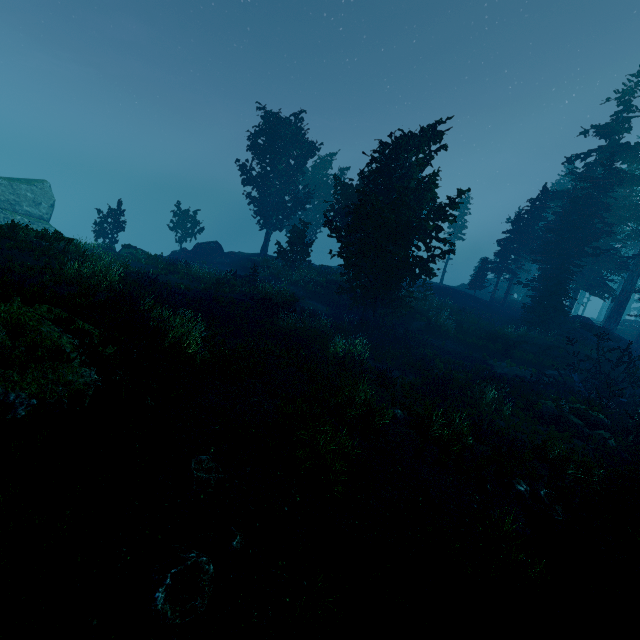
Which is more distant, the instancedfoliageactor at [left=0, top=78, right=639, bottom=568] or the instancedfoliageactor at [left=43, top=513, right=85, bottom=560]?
the instancedfoliageactor at [left=0, top=78, right=639, bottom=568]

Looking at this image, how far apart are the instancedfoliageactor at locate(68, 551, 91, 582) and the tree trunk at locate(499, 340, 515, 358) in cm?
2656

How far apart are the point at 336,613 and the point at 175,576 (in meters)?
2.23

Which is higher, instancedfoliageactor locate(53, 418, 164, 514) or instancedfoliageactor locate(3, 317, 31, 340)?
instancedfoliageactor locate(3, 317, 31, 340)

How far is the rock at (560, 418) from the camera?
14.2 meters

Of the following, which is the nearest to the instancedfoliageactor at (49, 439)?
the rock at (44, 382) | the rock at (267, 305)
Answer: the rock at (44, 382)

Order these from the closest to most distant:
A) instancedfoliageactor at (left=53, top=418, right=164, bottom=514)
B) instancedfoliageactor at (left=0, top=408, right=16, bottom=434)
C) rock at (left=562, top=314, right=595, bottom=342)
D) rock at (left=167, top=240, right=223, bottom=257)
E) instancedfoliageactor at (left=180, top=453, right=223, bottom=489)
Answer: instancedfoliageactor at (left=53, top=418, right=164, bottom=514) → instancedfoliageactor at (left=0, top=408, right=16, bottom=434) → instancedfoliageactor at (left=180, top=453, right=223, bottom=489) → rock at (left=562, top=314, right=595, bottom=342) → rock at (left=167, top=240, right=223, bottom=257)

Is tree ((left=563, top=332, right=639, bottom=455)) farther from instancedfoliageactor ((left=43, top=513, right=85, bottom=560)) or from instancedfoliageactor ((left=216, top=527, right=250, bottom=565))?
instancedfoliageactor ((left=43, top=513, right=85, bottom=560))
